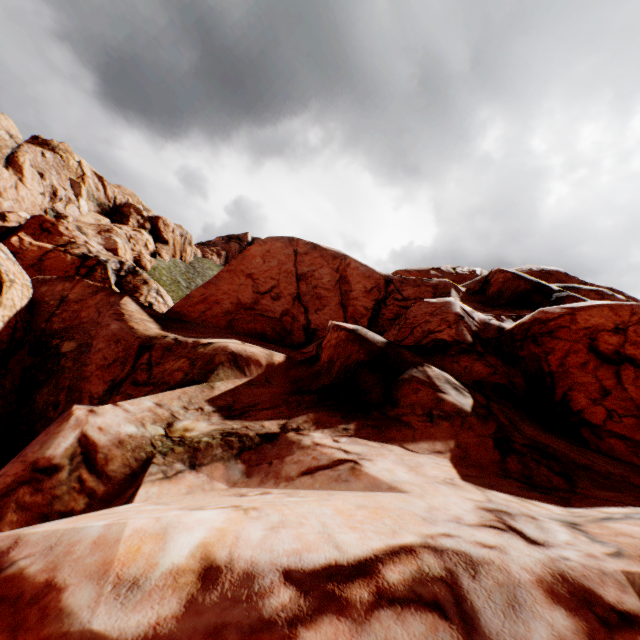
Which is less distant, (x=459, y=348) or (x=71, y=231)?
(x=459, y=348)
